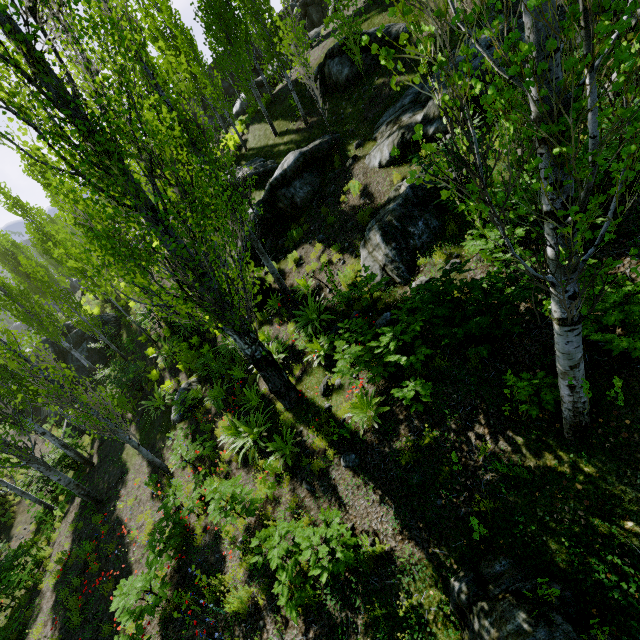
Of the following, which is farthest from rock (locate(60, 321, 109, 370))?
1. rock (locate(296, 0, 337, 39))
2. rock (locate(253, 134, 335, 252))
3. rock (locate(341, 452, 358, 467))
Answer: rock (locate(296, 0, 337, 39))

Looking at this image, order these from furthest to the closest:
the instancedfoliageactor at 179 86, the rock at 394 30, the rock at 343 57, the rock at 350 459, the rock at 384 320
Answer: the rock at 343 57 → the rock at 394 30 → the rock at 384 320 → the rock at 350 459 → the instancedfoliageactor at 179 86

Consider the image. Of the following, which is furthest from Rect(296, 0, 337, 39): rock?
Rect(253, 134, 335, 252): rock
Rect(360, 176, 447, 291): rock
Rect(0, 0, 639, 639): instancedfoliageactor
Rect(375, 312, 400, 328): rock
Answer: Rect(360, 176, 447, 291): rock

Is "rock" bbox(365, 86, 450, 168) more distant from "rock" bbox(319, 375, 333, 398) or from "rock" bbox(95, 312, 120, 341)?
"rock" bbox(95, 312, 120, 341)

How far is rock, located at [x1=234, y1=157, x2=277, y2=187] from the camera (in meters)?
15.73

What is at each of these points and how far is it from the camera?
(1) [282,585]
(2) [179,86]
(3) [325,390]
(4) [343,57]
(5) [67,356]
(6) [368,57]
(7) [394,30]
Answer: (1) instancedfoliageactor, 5.0 meters
(2) instancedfoliageactor, 23.2 meters
(3) rock, 7.6 meters
(4) rock, 12.7 meters
(5) rock, 23.8 meters
(6) rock, 12.1 meters
(7) rock, 11.4 meters

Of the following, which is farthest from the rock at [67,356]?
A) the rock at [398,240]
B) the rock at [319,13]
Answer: the rock at [319,13]

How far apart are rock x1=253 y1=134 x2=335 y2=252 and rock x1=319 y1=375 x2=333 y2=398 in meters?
7.7 m
